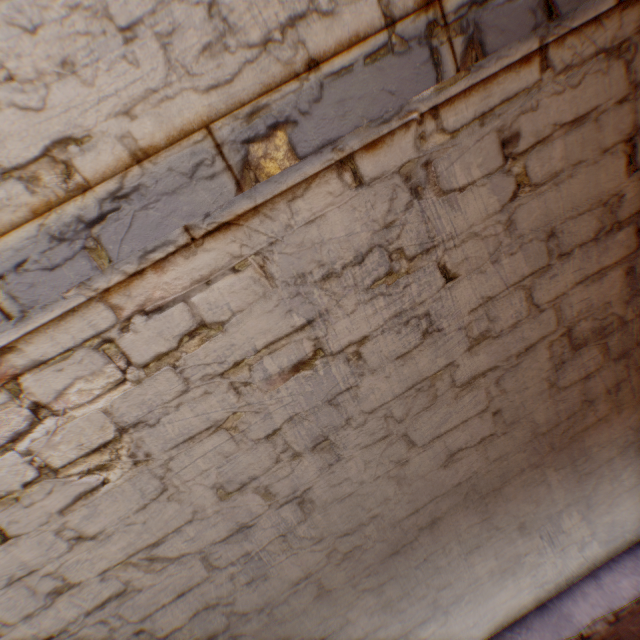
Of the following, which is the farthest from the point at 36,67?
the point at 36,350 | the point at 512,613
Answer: the point at 512,613
